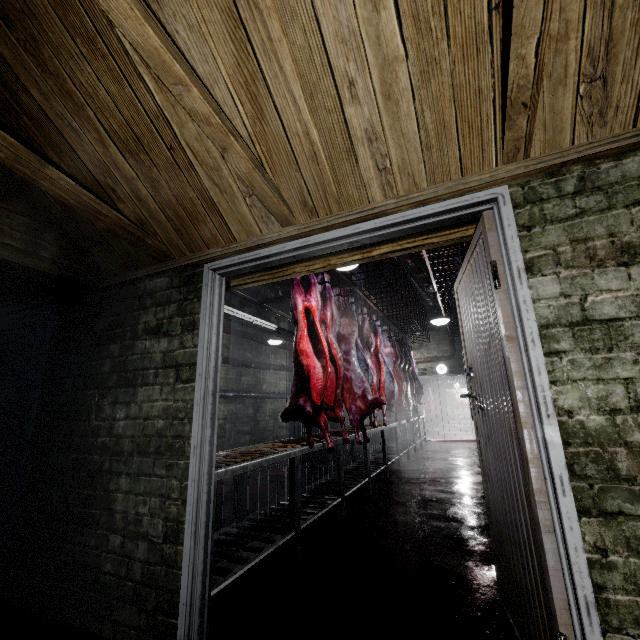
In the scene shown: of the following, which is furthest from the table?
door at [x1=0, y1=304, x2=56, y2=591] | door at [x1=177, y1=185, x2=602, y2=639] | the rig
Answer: the rig

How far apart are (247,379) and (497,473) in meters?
8.0

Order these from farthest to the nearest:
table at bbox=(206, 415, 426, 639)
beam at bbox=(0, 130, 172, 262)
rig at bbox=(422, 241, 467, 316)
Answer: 1. rig at bbox=(422, 241, 467, 316)
2. table at bbox=(206, 415, 426, 639)
3. beam at bbox=(0, 130, 172, 262)

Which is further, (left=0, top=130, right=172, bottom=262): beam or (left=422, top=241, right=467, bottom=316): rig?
(left=422, top=241, right=467, bottom=316): rig

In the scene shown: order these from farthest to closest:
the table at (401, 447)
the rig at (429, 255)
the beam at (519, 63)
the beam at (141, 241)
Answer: the rig at (429, 255)
the table at (401, 447)
the beam at (141, 241)
the beam at (519, 63)

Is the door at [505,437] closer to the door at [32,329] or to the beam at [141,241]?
the beam at [141,241]

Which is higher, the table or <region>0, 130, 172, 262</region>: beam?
<region>0, 130, 172, 262</region>: beam

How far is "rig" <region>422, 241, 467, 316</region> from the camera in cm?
420
